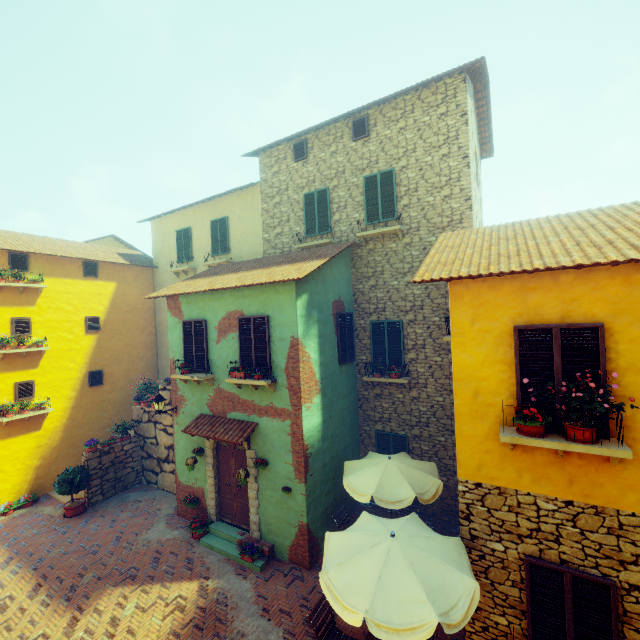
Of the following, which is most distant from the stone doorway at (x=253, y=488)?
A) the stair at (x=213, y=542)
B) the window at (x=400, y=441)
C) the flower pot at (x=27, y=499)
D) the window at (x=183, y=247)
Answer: the window at (x=183, y=247)

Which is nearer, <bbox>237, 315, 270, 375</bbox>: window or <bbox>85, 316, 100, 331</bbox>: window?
<bbox>237, 315, 270, 375</bbox>: window

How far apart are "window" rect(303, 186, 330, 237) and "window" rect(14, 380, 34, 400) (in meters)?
12.19

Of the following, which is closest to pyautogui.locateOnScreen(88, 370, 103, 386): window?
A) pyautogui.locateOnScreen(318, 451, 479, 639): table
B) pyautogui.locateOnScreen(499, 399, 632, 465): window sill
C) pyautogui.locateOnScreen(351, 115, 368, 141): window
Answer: pyautogui.locateOnScreen(318, 451, 479, 639): table

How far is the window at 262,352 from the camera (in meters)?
8.79

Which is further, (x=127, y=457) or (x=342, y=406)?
(x=127, y=457)

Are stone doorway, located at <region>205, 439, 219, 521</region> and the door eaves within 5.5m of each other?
yes

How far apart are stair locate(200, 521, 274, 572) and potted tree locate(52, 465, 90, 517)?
5.3m
